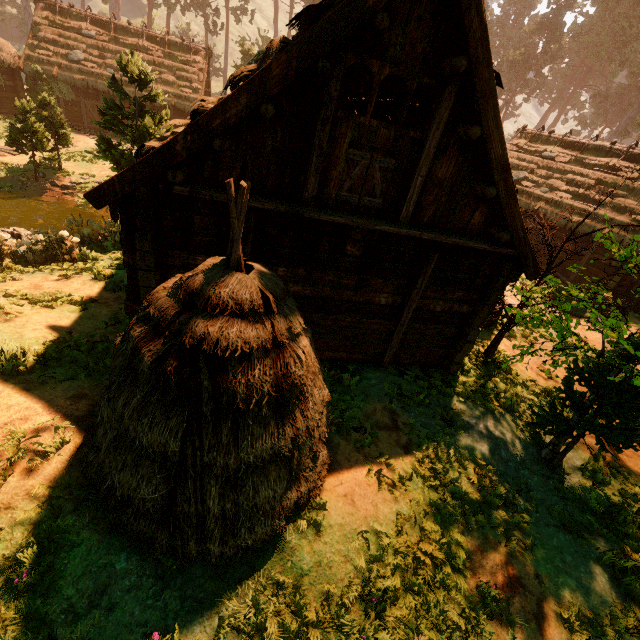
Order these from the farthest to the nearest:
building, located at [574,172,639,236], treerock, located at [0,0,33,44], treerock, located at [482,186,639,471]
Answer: treerock, located at [0,0,33,44], building, located at [574,172,639,236], treerock, located at [482,186,639,471]

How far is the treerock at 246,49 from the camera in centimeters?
3484cm

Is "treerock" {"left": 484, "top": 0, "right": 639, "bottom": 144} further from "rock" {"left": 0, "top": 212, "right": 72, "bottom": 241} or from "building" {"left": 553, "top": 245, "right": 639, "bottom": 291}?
"rock" {"left": 0, "top": 212, "right": 72, "bottom": 241}

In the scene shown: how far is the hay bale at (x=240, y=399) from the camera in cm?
327

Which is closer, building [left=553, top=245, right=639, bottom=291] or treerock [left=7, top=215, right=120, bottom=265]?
treerock [left=7, top=215, right=120, bottom=265]

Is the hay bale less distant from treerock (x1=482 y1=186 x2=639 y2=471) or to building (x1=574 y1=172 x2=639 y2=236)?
building (x1=574 y1=172 x2=639 y2=236)

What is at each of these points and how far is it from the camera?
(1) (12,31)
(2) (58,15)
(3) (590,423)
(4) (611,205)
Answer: (1) treerock, 50.2 meters
(2) building, 24.7 meters
(3) treerock, 6.6 meters
(4) building, 18.5 meters
